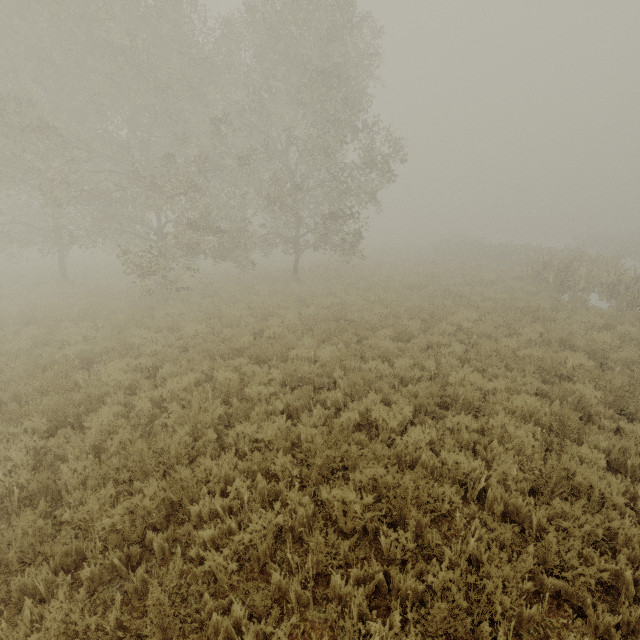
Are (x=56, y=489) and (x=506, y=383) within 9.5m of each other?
yes
